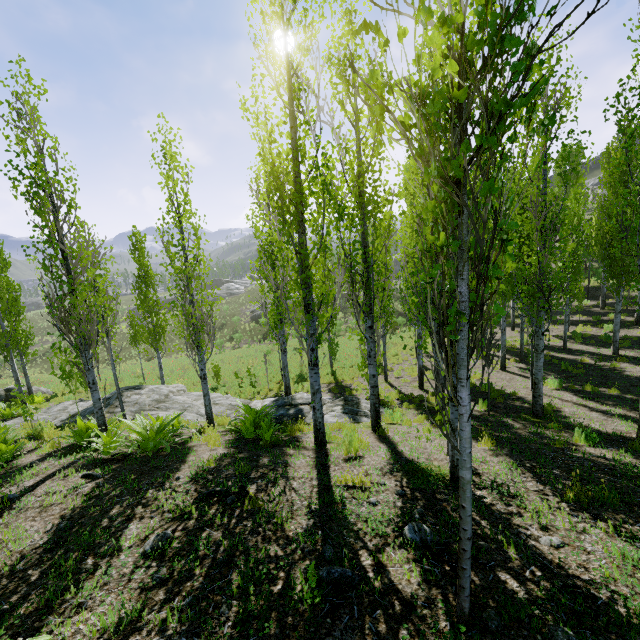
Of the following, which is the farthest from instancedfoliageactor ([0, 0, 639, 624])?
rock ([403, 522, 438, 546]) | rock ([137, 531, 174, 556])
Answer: rock ([403, 522, 438, 546])

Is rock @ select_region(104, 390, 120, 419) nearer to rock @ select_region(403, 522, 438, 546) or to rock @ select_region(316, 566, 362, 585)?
rock @ select_region(403, 522, 438, 546)

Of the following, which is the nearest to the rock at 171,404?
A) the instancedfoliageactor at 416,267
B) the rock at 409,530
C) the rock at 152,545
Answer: the instancedfoliageactor at 416,267

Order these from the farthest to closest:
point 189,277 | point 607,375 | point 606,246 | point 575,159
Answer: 1. point 606,246
2. point 607,375
3. point 189,277
4. point 575,159

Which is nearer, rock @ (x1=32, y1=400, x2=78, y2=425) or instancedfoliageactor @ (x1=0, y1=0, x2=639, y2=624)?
instancedfoliageactor @ (x1=0, y1=0, x2=639, y2=624)

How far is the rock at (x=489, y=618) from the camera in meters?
2.6 m

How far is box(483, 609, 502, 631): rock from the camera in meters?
2.6
